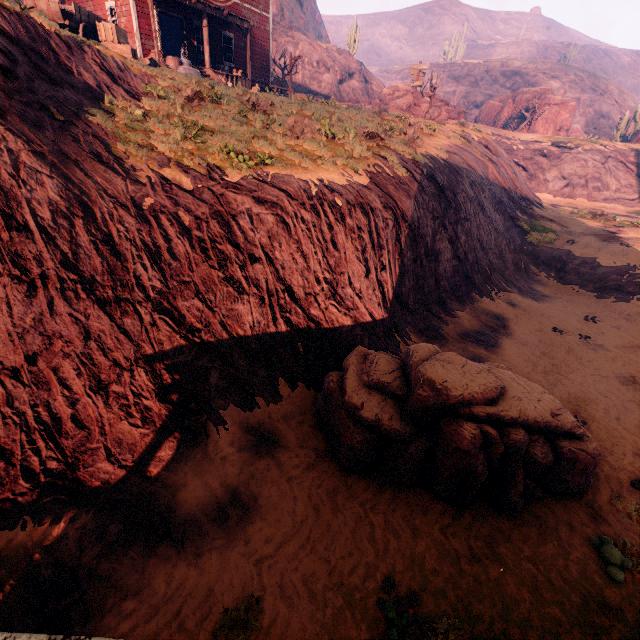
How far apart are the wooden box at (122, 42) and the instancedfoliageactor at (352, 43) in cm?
3848

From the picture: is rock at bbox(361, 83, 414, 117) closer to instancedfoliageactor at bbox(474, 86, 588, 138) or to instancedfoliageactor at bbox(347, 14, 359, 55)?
instancedfoliageactor at bbox(474, 86, 588, 138)

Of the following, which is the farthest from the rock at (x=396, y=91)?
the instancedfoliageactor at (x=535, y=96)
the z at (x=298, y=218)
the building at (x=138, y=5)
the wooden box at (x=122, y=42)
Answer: the wooden box at (x=122, y=42)

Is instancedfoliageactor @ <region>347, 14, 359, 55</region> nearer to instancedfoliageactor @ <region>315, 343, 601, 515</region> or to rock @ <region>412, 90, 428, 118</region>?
rock @ <region>412, 90, 428, 118</region>

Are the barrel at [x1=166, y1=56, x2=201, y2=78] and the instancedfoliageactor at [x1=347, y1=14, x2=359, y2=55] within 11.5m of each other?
no

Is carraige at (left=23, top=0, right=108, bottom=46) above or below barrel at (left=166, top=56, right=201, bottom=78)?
above

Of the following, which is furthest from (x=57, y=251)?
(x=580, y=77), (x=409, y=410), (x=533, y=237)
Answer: (x=580, y=77)

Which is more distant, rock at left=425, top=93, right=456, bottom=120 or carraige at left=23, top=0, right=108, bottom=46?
rock at left=425, top=93, right=456, bottom=120
